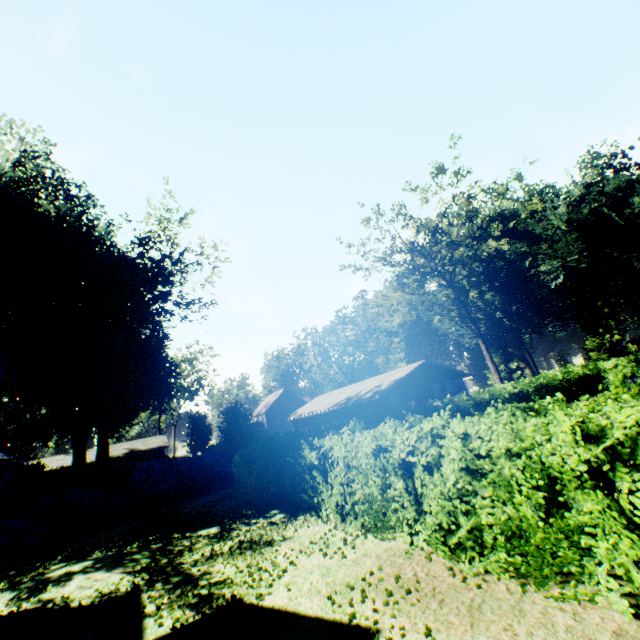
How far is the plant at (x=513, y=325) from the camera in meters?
56.4 m

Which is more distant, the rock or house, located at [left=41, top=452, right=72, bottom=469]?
house, located at [left=41, top=452, right=72, bottom=469]

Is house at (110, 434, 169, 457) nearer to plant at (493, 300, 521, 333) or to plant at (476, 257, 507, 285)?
plant at (476, 257, 507, 285)

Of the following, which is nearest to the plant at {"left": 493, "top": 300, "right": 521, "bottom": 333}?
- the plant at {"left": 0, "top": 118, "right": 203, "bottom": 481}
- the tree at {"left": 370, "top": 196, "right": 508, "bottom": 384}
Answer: the tree at {"left": 370, "top": 196, "right": 508, "bottom": 384}

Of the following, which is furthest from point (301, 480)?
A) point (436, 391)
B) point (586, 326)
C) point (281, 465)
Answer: point (586, 326)

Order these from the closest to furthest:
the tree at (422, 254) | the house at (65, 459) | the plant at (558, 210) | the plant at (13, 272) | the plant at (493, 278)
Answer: the plant at (13, 272)
the tree at (422, 254)
the house at (65, 459)
the plant at (558, 210)
the plant at (493, 278)

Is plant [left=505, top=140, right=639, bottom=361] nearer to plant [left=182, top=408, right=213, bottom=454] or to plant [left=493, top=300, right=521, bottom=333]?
plant [left=493, top=300, right=521, bottom=333]

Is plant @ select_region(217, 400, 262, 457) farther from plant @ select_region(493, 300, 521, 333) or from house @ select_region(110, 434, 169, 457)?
plant @ select_region(493, 300, 521, 333)
